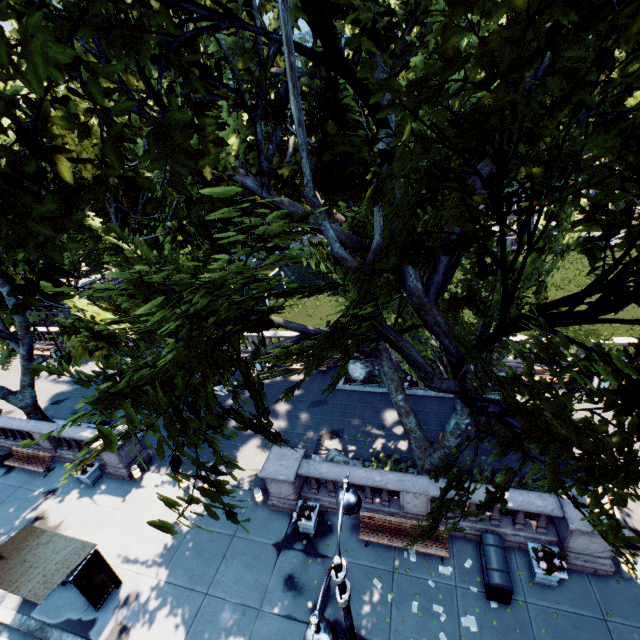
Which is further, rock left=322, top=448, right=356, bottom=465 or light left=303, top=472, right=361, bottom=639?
rock left=322, top=448, right=356, bottom=465

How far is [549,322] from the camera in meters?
6.0

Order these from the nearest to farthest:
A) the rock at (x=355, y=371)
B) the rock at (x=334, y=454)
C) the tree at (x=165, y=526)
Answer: the tree at (x=165, y=526), the rock at (x=334, y=454), the rock at (x=355, y=371)

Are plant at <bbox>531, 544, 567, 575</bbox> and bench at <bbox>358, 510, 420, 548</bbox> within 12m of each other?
yes

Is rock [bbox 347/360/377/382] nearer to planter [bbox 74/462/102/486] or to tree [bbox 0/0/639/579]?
tree [bbox 0/0/639/579]

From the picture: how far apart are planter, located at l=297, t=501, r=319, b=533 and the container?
5.6m

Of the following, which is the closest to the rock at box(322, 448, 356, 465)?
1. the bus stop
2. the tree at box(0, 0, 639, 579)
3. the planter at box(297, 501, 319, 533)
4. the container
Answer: the planter at box(297, 501, 319, 533)

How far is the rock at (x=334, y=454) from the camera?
13.65m
